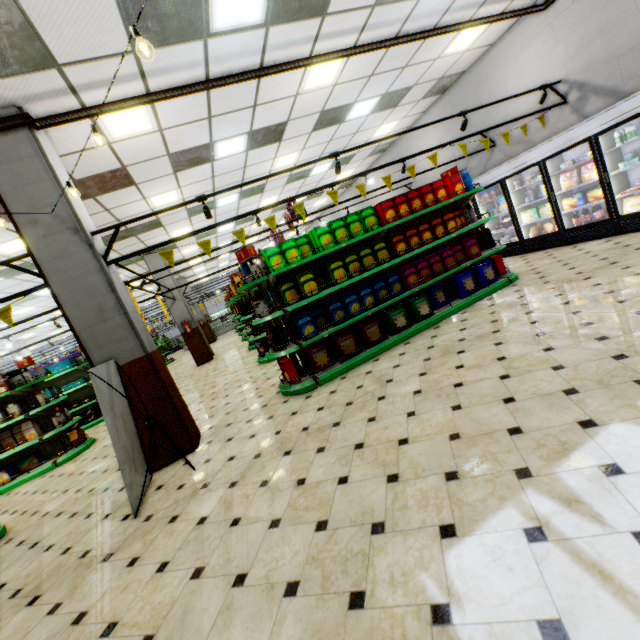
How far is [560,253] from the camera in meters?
6.8

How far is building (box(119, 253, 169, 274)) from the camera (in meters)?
12.80

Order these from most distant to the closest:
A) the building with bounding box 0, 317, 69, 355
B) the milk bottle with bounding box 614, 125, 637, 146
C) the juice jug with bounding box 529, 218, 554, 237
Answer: the building with bounding box 0, 317, 69, 355 → the juice jug with bounding box 529, 218, 554, 237 → the milk bottle with bounding box 614, 125, 637, 146

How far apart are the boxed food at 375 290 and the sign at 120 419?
2.81m

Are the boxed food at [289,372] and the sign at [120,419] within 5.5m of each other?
yes

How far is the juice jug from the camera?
7.6 meters

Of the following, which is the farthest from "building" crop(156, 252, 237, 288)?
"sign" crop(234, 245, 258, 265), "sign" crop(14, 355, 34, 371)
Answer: "sign" crop(14, 355, 34, 371)

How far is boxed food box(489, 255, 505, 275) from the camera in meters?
6.4 m
